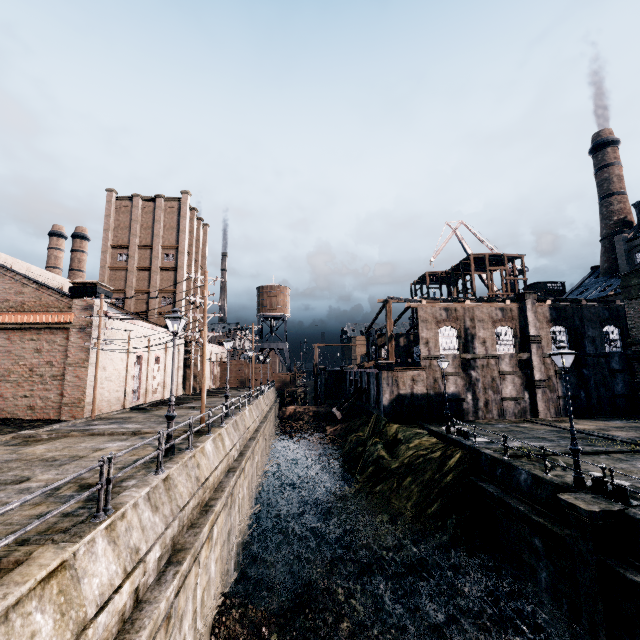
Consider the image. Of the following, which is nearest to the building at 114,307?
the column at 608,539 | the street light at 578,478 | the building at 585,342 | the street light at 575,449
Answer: the building at 585,342

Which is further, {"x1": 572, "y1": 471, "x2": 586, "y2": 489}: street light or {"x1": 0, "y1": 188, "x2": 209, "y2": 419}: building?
{"x1": 0, "y1": 188, "x2": 209, "y2": 419}: building

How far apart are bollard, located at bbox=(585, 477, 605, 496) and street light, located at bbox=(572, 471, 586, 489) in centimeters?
41cm

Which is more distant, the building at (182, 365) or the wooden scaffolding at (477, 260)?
the wooden scaffolding at (477, 260)

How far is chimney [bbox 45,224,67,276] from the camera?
56.00m

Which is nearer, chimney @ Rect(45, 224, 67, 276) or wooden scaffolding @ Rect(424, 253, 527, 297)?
wooden scaffolding @ Rect(424, 253, 527, 297)

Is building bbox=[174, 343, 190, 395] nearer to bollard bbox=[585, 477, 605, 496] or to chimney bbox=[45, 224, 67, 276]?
chimney bbox=[45, 224, 67, 276]

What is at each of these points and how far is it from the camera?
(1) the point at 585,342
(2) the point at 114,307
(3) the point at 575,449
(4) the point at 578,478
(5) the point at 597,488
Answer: (1) building, 33.56m
(2) building, 43.66m
(3) street light, 13.23m
(4) street light, 13.09m
(5) bollard, 13.01m
